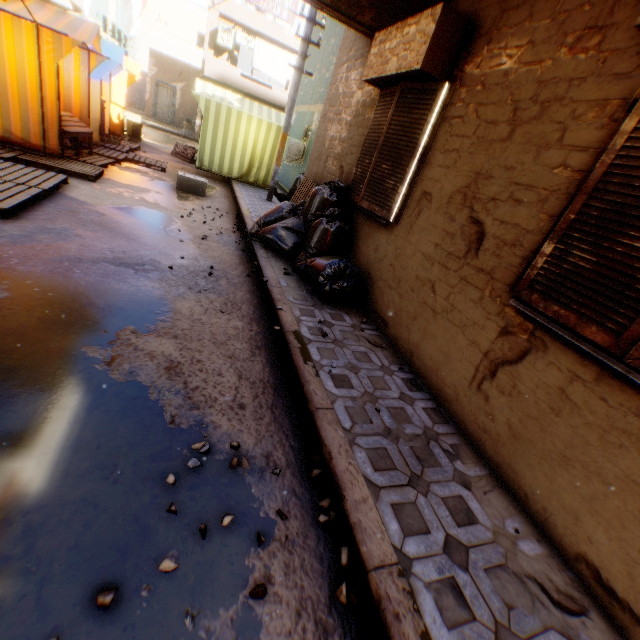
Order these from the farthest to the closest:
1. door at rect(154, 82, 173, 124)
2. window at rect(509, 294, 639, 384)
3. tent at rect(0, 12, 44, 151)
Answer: door at rect(154, 82, 173, 124)
tent at rect(0, 12, 44, 151)
window at rect(509, 294, 639, 384)

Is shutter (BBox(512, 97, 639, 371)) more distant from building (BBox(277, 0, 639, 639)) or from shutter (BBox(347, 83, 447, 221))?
shutter (BBox(347, 83, 447, 221))

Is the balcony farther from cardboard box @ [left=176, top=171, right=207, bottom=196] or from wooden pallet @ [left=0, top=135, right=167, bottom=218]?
wooden pallet @ [left=0, top=135, right=167, bottom=218]

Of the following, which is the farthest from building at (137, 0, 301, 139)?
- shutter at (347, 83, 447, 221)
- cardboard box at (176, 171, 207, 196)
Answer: cardboard box at (176, 171, 207, 196)

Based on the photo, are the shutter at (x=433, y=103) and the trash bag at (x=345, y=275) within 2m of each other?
yes

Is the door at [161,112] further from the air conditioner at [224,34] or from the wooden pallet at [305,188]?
the wooden pallet at [305,188]

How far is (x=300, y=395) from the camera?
2.77m

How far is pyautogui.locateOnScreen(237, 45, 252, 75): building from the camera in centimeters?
2427cm
